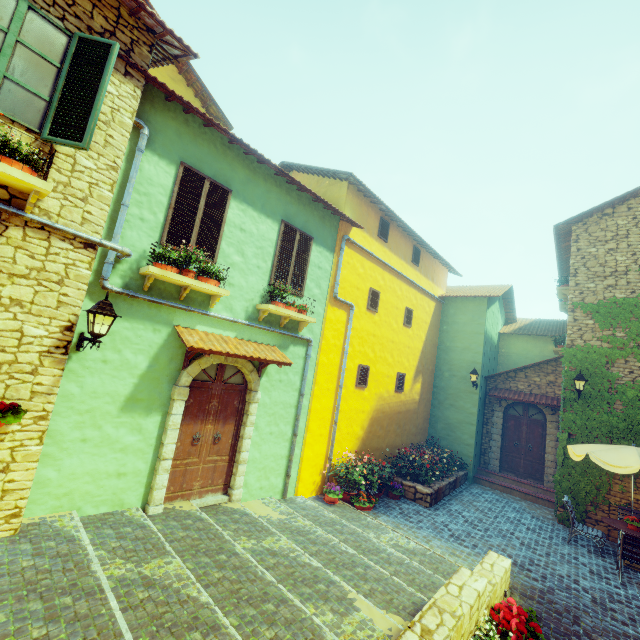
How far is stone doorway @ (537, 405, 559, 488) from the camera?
11.93m

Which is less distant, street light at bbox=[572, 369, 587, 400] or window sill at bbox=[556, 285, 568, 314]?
street light at bbox=[572, 369, 587, 400]

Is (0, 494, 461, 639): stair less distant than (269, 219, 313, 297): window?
Yes

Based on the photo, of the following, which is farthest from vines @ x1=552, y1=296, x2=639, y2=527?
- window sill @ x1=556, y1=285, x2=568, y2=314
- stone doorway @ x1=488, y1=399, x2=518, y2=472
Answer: window sill @ x1=556, y1=285, x2=568, y2=314

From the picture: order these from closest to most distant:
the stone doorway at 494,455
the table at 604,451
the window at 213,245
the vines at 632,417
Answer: the window at 213,245
the table at 604,451
the vines at 632,417
the stone doorway at 494,455

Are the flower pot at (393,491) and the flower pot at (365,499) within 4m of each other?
yes

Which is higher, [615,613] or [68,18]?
[68,18]

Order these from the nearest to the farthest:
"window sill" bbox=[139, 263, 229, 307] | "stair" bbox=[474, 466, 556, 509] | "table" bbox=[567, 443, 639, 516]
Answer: "window sill" bbox=[139, 263, 229, 307] → "table" bbox=[567, 443, 639, 516] → "stair" bbox=[474, 466, 556, 509]
